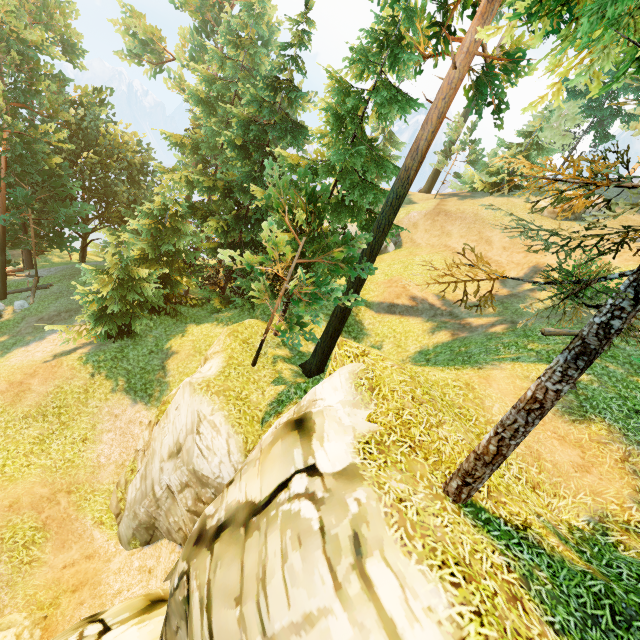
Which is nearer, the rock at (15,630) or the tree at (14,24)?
the tree at (14,24)

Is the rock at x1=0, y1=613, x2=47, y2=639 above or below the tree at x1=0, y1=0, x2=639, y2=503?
below

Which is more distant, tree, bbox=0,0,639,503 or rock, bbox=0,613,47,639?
rock, bbox=0,613,47,639

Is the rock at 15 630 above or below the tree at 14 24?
below

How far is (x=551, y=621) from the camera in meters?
3.9
